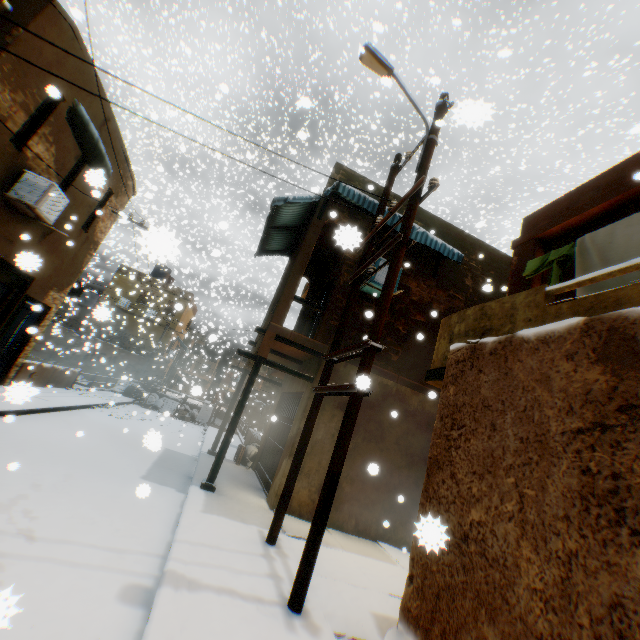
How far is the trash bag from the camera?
11.35m

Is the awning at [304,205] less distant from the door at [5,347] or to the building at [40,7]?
the building at [40,7]

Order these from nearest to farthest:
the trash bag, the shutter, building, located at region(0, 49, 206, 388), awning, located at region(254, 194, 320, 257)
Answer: building, located at region(0, 49, 206, 388) < awning, located at region(254, 194, 320, 257) < the trash bag < the shutter

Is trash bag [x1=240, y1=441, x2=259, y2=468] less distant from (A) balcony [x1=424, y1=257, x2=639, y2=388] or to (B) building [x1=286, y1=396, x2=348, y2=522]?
(B) building [x1=286, y1=396, x2=348, y2=522]

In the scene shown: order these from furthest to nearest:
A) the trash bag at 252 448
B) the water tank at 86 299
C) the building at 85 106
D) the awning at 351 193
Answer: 1. the water tank at 86 299
2. the trash bag at 252 448
3. the awning at 351 193
4. the building at 85 106

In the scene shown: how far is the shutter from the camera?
21.96m

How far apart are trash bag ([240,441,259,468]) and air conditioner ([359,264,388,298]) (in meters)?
6.89

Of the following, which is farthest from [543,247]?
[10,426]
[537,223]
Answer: [10,426]
